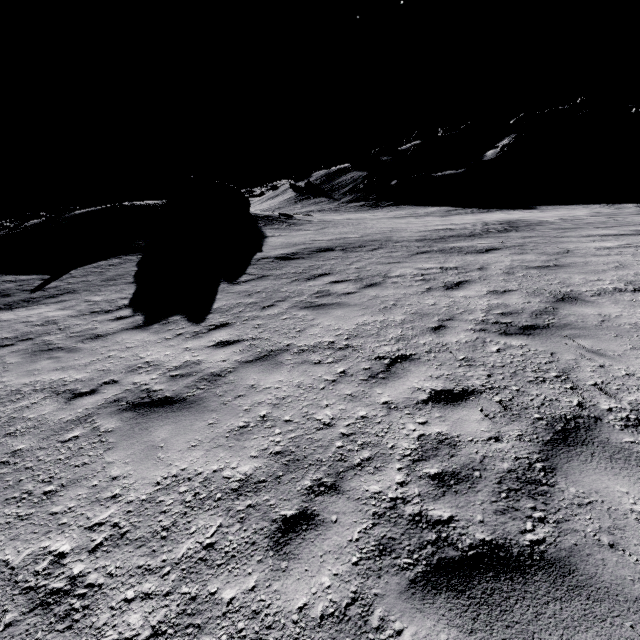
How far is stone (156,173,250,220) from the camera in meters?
22.7

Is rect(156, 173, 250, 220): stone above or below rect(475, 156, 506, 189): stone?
above

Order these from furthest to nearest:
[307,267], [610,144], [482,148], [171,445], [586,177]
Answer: [482,148] → [610,144] → [586,177] → [307,267] → [171,445]

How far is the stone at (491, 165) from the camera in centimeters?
4734cm

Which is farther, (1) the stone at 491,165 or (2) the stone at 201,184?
(1) the stone at 491,165

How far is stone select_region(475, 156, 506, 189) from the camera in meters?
47.3

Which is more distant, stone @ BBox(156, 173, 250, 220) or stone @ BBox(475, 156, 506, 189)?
stone @ BBox(475, 156, 506, 189)
